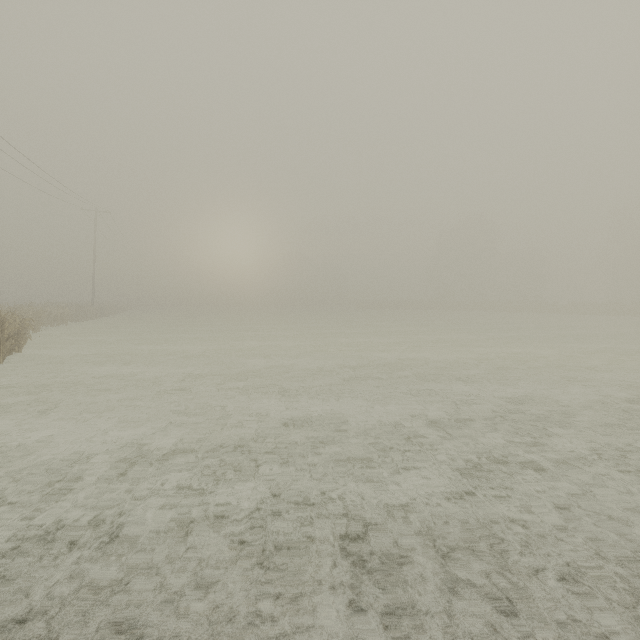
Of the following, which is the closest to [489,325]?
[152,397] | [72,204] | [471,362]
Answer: [471,362]
